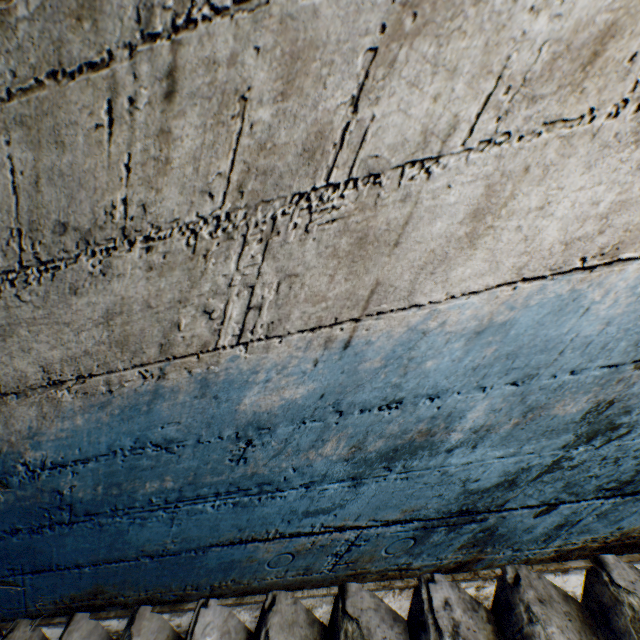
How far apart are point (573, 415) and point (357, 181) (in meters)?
0.82
